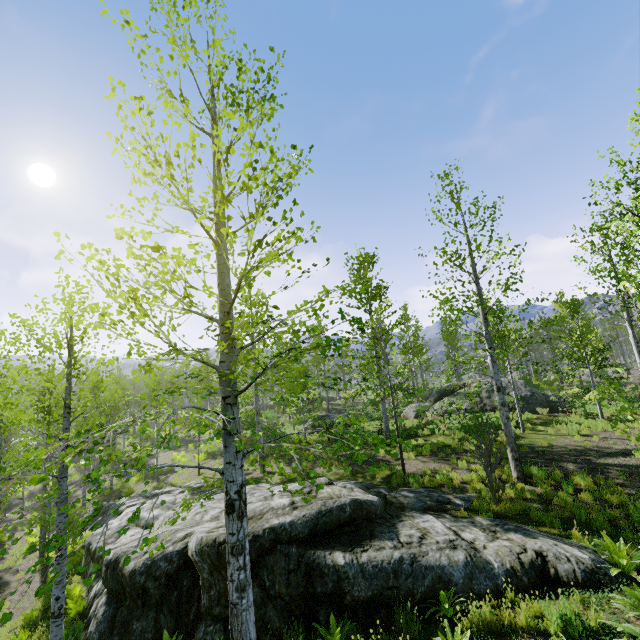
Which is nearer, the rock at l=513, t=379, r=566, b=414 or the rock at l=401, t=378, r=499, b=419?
the rock at l=513, t=379, r=566, b=414

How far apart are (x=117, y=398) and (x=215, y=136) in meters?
28.3 m

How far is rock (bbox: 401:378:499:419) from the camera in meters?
21.8

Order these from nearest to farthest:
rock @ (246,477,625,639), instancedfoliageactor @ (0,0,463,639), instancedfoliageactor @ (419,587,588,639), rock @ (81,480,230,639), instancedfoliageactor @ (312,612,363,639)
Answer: instancedfoliageactor @ (0,0,463,639) → instancedfoliageactor @ (419,587,588,639) → instancedfoliageactor @ (312,612,363,639) → rock @ (246,477,625,639) → rock @ (81,480,230,639)

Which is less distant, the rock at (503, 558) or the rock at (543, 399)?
the rock at (503, 558)

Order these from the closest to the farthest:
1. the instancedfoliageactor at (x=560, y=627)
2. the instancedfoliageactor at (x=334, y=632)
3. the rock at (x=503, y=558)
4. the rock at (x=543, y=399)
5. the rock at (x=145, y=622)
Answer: the instancedfoliageactor at (x=560, y=627)
the instancedfoliageactor at (x=334, y=632)
the rock at (x=503, y=558)
the rock at (x=145, y=622)
the rock at (x=543, y=399)

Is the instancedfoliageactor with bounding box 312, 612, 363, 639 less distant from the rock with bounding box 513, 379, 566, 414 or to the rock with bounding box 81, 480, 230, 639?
the rock with bounding box 81, 480, 230, 639

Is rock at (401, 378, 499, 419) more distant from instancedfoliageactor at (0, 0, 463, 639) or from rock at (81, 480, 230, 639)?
rock at (81, 480, 230, 639)
